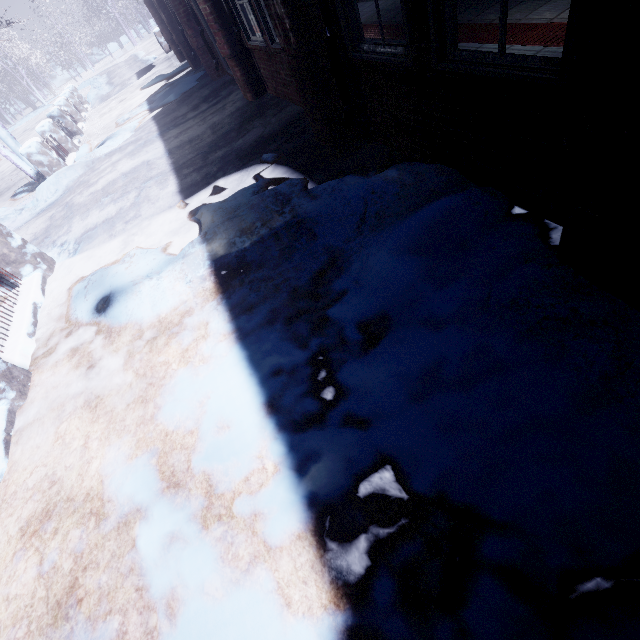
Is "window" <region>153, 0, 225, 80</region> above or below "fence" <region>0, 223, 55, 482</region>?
above

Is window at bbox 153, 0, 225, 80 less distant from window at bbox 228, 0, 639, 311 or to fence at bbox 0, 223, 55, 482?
window at bbox 228, 0, 639, 311

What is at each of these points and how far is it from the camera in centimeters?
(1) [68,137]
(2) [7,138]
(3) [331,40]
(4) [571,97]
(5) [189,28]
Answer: (1) fence, 910cm
(2) tree, 738cm
(3) pipe, 274cm
(4) window, 145cm
(5) window, 704cm

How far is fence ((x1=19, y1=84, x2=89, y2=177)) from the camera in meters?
7.1

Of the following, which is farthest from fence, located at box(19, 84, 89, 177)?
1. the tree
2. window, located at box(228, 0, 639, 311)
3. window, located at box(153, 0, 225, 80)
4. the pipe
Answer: the pipe

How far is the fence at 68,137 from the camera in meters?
7.1 m

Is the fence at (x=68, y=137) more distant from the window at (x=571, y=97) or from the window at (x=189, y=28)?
the window at (x=571, y=97)

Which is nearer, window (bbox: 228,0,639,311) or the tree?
window (bbox: 228,0,639,311)
